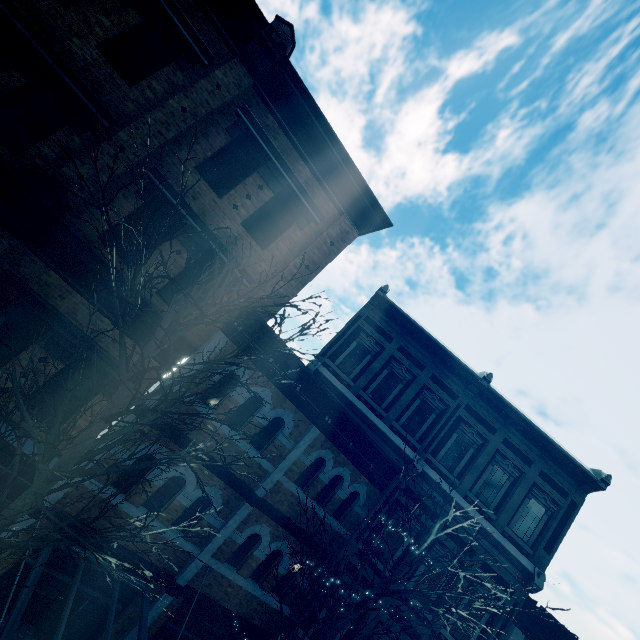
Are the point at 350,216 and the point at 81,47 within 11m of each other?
yes

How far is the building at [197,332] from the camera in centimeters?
827cm

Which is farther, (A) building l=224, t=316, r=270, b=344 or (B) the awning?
(A) building l=224, t=316, r=270, b=344

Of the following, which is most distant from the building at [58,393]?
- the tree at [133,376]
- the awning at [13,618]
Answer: the tree at [133,376]

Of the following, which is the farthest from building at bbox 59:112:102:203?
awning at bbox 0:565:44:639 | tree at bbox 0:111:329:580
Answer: tree at bbox 0:111:329:580

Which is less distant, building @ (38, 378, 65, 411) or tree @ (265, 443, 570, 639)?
tree @ (265, 443, 570, 639)
